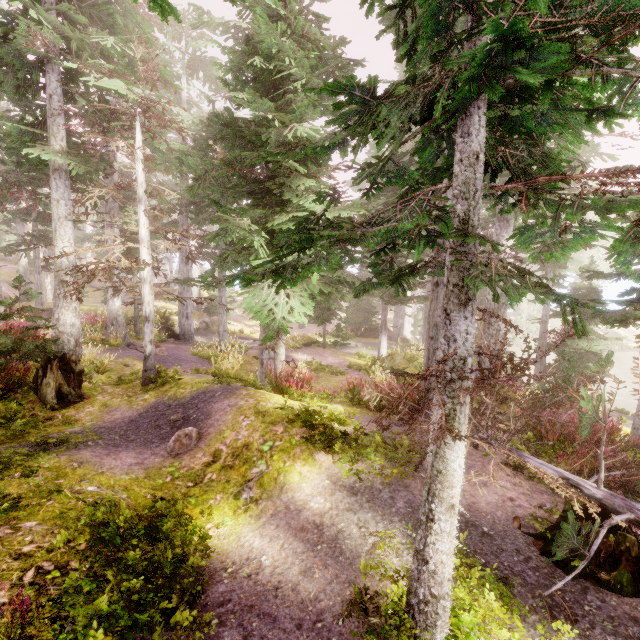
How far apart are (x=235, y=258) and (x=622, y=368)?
52.8 meters

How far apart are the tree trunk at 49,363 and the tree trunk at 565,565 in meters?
10.5 m

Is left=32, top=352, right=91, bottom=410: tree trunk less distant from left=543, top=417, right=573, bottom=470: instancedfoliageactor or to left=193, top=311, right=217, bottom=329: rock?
left=543, top=417, right=573, bottom=470: instancedfoliageactor

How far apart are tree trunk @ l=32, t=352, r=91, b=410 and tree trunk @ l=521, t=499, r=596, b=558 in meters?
10.5 m

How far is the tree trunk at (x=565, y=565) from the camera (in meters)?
4.02

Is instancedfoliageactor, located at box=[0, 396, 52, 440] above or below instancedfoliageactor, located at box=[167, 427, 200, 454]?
above

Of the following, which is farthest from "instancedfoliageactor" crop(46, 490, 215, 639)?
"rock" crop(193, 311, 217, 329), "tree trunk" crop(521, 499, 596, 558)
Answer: "tree trunk" crop(521, 499, 596, 558)
